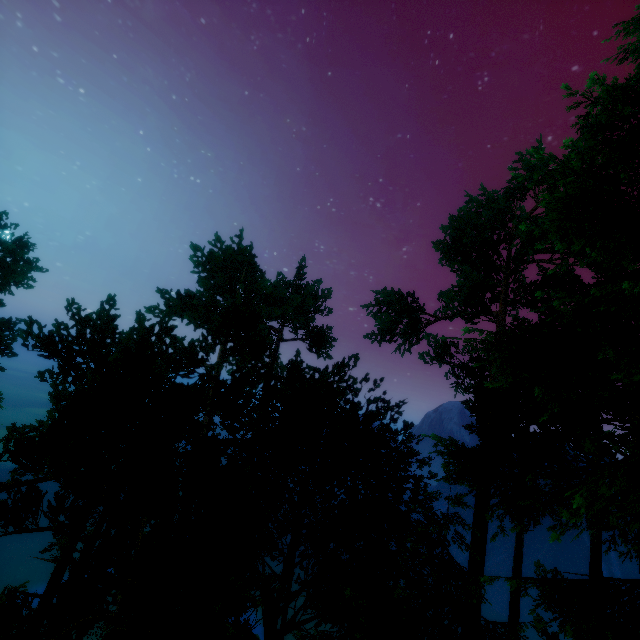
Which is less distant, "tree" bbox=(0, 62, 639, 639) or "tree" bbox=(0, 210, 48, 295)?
"tree" bbox=(0, 62, 639, 639)

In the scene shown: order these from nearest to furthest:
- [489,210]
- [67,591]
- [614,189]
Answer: [614,189] → [67,591] → [489,210]

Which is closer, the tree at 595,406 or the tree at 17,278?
the tree at 595,406
